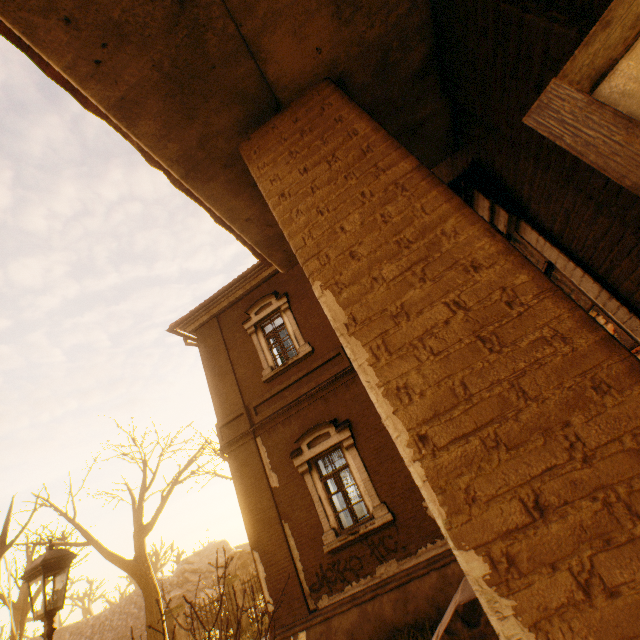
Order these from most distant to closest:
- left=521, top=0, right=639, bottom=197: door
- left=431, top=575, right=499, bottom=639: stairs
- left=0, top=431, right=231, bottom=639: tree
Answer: left=0, top=431, right=231, bottom=639: tree → left=431, top=575, right=499, bottom=639: stairs → left=521, top=0, right=639, bottom=197: door

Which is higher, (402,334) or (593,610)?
(402,334)

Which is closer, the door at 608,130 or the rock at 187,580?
the door at 608,130

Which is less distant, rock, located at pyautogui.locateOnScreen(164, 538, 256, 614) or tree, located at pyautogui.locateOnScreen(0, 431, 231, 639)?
tree, located at pyautogui.locateOnScreen(0, 431, 231, 639)

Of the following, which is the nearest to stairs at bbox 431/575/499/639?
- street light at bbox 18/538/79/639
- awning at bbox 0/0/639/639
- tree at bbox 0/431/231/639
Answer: awning at bbox 0/0/639/639

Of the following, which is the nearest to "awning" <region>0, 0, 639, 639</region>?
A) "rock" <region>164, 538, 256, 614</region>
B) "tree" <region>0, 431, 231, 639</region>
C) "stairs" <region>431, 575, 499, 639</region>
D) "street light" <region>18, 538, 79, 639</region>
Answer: "stairs" <region>431, 575, 499, 639</region>

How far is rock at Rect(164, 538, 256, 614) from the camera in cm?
3309

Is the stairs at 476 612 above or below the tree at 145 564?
below
